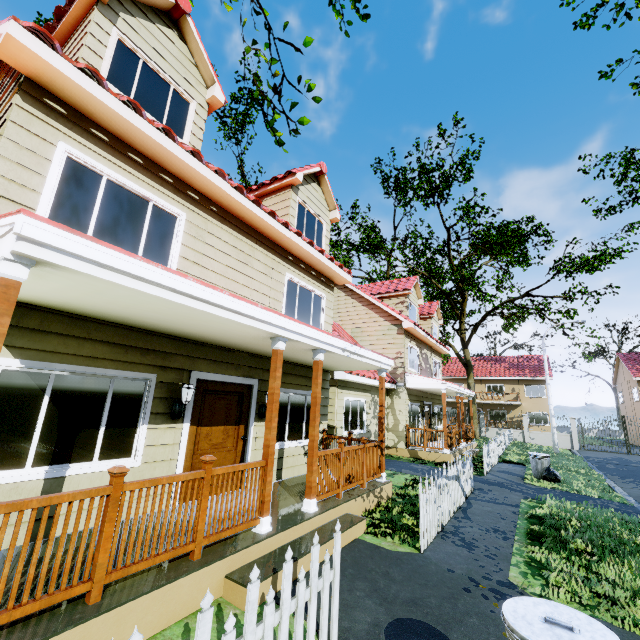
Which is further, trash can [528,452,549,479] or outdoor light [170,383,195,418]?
trash can [528,452,549,479]

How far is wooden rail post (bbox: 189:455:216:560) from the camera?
3.7m

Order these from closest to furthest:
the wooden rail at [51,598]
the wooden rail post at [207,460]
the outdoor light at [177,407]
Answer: the wooden rail at [51,598] < the wooden rail post at [207,460] < the outdoor light at [177,407]

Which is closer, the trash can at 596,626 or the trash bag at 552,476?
the trash can at 596,626

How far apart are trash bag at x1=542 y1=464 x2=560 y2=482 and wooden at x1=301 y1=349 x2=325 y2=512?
9.99m

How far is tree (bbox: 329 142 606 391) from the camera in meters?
20.7

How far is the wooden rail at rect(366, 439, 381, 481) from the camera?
7.5 meters

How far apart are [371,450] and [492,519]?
3.0m
